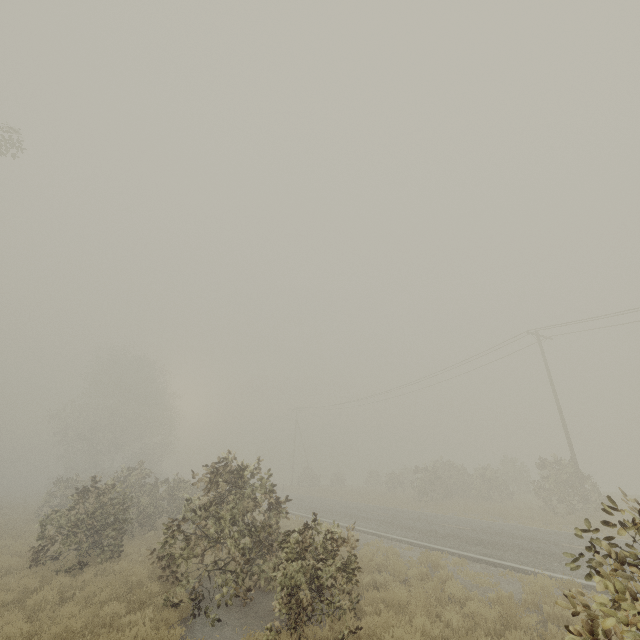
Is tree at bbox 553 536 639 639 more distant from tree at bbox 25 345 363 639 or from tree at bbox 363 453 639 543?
tree at bbox 25 345 363 639

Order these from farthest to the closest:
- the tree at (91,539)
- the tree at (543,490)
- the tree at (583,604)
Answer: the tree at (543,490) < the tree at (91,539) < the tree at (583,604)

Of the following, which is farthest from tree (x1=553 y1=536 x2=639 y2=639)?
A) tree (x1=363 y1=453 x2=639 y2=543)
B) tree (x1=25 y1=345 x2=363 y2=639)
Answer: tree (x1=25 y1=345 x2=363 y2=639)

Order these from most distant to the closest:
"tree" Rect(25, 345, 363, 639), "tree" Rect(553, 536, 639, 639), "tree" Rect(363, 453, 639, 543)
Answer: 1. "tree" Rect(363, 453, 639, 543)
2. "tree" Rect(25, 345, 363, 639)
3. "tree" Rect(553, 536, 639, 639)

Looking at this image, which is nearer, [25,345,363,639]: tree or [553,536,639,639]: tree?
[553,536,639,639]: tree

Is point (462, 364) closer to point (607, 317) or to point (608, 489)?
point (607, 317)

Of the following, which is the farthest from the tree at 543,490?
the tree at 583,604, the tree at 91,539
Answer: the tree at 91,539
